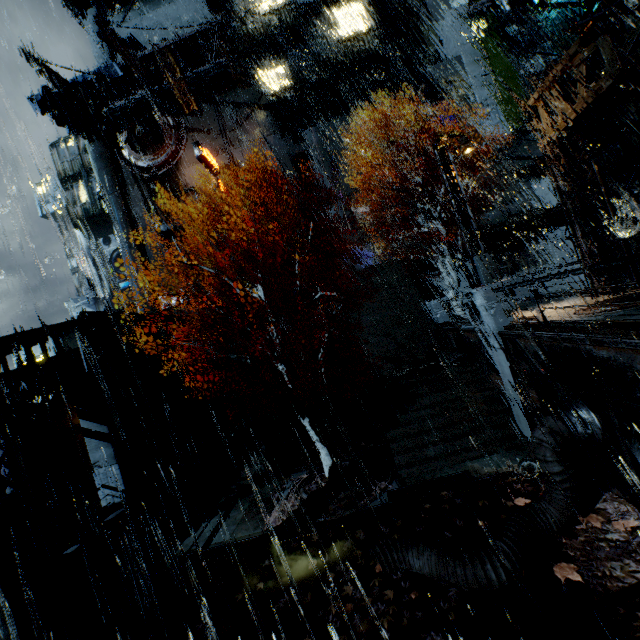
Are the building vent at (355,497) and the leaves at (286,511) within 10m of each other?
yes

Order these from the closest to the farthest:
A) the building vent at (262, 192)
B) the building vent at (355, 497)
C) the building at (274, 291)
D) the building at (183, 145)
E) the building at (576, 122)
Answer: the building at (576, 122), the building vent at (355, 497), the building at (274, 291), the building at (183, 145), the building vent at (262, 192)

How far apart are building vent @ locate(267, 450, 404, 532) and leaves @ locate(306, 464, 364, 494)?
0.0 meters

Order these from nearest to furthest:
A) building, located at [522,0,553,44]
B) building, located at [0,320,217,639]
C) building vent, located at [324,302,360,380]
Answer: building, located at [0,320,217,639] < building, located at [522,0,553,44] < building vent, located at [324,302,360,380]

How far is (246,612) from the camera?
8.3m

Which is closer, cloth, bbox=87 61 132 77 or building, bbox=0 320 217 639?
building, bbox=0 320 217 639

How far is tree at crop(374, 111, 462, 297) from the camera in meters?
21.3 m

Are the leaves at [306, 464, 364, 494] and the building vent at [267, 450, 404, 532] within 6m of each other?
yes
